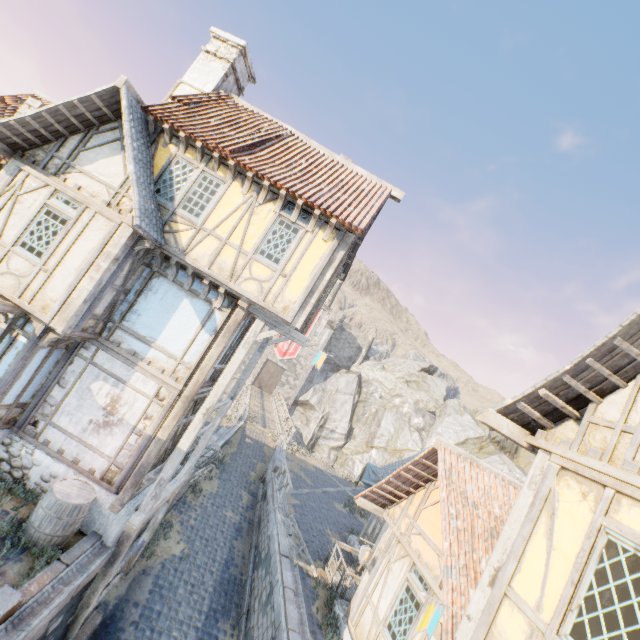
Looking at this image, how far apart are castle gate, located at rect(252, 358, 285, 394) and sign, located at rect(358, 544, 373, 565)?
34.4m

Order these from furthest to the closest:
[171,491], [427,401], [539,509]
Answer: [427,401] < [171,491] < [539,509]

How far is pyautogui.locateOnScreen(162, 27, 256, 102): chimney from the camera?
11.1 meters

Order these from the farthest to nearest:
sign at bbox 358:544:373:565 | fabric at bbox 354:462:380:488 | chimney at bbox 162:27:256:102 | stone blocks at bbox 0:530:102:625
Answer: fabric at bbox 354:462:380:488, chimney at bbox 162:27:256:102, sign at bbox 358:544:373:565, stone blocks at bbox 0:530:102:625

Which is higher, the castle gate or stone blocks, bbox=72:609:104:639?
the castle gate

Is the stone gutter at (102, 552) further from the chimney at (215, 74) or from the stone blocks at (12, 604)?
the chimney at (215, 74)

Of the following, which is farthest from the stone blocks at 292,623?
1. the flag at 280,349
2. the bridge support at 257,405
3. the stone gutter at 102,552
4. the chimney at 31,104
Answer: the chimney at 31,104

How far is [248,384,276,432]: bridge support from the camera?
26.7m
